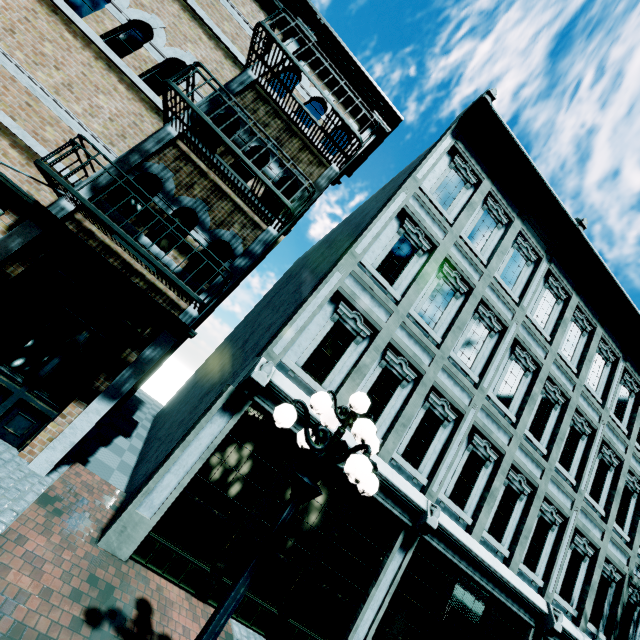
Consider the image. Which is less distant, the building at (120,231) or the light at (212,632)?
the light at (212,632)

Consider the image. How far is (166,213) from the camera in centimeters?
555cm

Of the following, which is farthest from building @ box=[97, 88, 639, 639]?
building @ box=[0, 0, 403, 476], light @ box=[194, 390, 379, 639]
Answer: light @ box=[194, 390, 379, 639]

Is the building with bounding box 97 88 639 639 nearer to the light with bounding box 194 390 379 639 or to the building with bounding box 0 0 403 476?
the building with bounding box 0 0 403 476

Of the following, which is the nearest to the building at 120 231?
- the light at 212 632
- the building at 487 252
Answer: the building at 487 252
